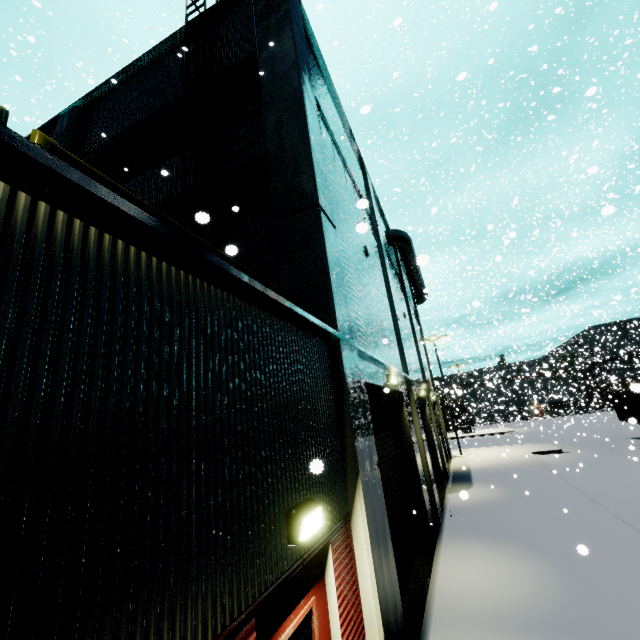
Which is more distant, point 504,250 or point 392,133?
point 504,250

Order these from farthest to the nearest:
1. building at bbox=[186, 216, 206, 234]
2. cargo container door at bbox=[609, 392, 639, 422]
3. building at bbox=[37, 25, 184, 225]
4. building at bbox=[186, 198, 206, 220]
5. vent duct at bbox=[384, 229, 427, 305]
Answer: cargo container door at bbox=[609, 392, 639, 422]
vent duct at bbox=[384, 229, 427, 305]
building at bbox=[37, 25, 184, 225]
building at bbox=[186, 198, 206, 220]
building at bbox=[186, 216, 206, 234]

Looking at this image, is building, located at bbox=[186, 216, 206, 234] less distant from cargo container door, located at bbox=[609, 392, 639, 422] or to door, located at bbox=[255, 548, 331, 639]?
door, located at bbox=[255, 548, 331, 639]

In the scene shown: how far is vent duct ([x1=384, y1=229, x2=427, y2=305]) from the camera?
18.9 meters

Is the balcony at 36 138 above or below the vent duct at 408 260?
below

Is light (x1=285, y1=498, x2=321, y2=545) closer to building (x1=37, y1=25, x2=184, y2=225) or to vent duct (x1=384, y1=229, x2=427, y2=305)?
building (x1=37, y1=25, x2=184, y2=225)

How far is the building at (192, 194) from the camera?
7.5m

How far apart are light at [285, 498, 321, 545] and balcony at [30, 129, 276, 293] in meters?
2.5
